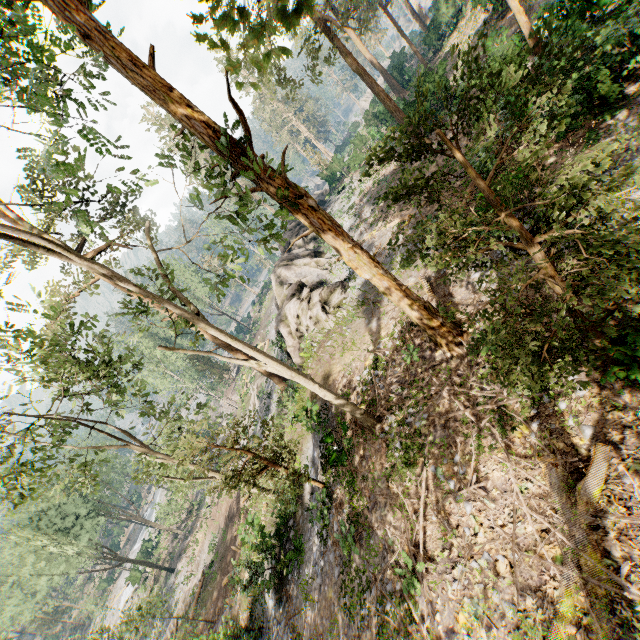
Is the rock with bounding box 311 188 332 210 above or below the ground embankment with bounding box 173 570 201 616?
above

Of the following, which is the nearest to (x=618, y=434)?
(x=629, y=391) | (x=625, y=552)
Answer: (x=629, y=391)

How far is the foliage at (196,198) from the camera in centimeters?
816cm

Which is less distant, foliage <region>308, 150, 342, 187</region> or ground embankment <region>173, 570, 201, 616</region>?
ground embankment <region>173, 570, 201, 616</region>

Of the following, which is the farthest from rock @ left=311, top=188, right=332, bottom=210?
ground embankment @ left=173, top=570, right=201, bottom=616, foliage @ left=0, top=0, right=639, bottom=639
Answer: ground embankment @ left=173, top=570, right=201, bottom=616

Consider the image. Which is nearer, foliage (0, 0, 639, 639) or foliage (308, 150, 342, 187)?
foliage (0, 0, 639, 639)

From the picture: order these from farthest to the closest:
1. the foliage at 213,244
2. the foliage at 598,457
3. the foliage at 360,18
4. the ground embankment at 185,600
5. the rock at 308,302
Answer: the ground embankment at 185,600 → the rock at 308,302 → the foliage at 213,244 → the foliage at 598,457 → the foliage at 360,18
